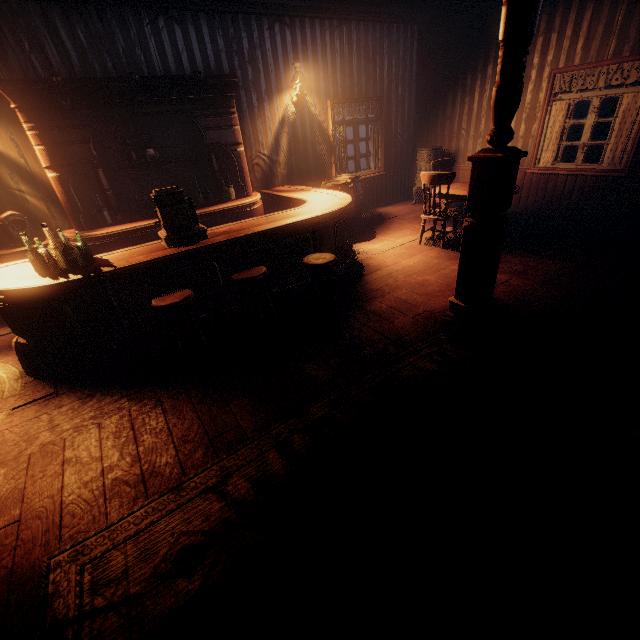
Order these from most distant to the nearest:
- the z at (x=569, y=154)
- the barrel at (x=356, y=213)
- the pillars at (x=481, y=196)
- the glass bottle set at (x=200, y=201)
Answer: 1. the z at (x=569, y=154)
2. the barrel at (x=356, y=213)
3. the glass bottle set at (x=200, y=201)
4. the pillars at (x=481, y=196)

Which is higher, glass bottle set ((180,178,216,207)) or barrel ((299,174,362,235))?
glass bottle set ((180,178,216,207))

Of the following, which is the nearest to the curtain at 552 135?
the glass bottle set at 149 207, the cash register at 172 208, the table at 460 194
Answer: the table at 460 194

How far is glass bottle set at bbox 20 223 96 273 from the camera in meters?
3.2

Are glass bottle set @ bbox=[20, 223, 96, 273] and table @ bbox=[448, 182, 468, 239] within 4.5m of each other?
no

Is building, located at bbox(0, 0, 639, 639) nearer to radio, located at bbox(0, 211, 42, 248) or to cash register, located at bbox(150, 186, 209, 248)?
radio, located at bbox(0, 211, 42, 248)

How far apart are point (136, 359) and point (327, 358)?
2.1 meters

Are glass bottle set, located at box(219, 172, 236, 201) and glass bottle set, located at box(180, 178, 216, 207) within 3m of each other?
yes
